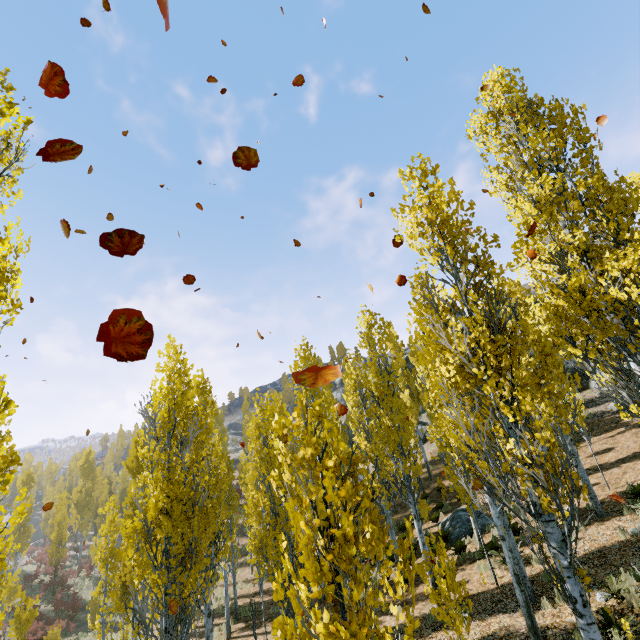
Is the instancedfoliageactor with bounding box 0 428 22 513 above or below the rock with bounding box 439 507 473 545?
above

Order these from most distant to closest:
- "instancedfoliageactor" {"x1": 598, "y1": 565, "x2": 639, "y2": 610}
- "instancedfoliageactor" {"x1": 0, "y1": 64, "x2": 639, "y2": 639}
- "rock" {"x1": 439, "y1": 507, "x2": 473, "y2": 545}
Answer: "rock" {"x1": 439, "y1": 507, "x2": 473, "y2": 545} < "instancedfoliageactor" {"x1": 598, "y1": 565, "x2": 639, "y2": 610} < "instancedfoliageactor" {"x1": 0, "y1": 64, "x2": 639, "y2": 639}

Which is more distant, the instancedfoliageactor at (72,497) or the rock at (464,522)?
the rock at (464,522)

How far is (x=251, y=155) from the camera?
3.4m

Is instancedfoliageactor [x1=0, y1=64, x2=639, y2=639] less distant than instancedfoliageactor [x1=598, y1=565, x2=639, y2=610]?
Yes

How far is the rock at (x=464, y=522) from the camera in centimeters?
1597cm

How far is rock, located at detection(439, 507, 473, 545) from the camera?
16.0 meters
